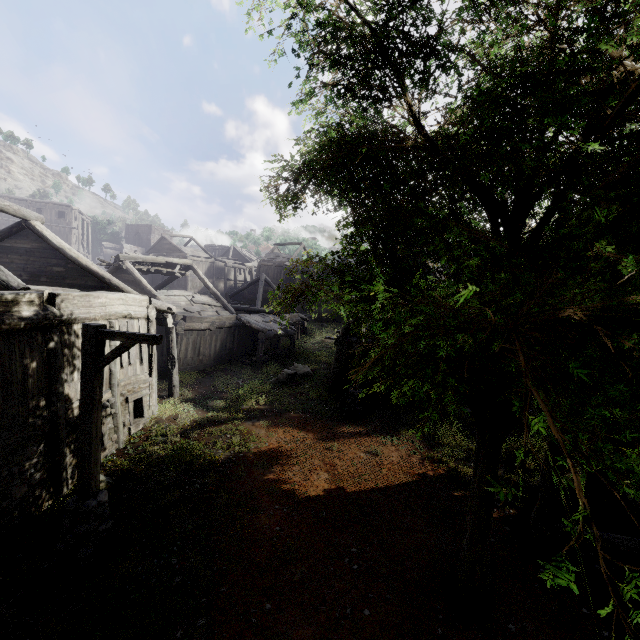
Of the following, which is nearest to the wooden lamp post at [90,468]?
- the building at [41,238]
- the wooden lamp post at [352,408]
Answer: the building at [41,238]

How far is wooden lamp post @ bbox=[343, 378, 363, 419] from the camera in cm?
1450

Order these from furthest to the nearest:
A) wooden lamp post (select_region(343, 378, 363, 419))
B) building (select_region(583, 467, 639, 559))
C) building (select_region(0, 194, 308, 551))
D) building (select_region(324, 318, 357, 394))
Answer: building (select_region(324, 318, 357, 394)) → wooden lamp post (select_region(343, 378, 363, 419)) → building (select_region(0, 194, 308, 551)) → building (select_region(583, 467, 639, 559))

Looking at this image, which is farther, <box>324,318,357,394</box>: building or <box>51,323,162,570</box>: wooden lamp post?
<box>324,318,357,394</box>: building

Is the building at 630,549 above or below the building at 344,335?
below

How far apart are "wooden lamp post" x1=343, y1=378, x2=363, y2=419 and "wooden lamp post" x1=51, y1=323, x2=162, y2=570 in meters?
8.3 m

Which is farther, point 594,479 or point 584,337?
point 594,479

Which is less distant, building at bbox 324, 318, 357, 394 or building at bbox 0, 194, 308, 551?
building at bbox 0, 194, 308, 551
